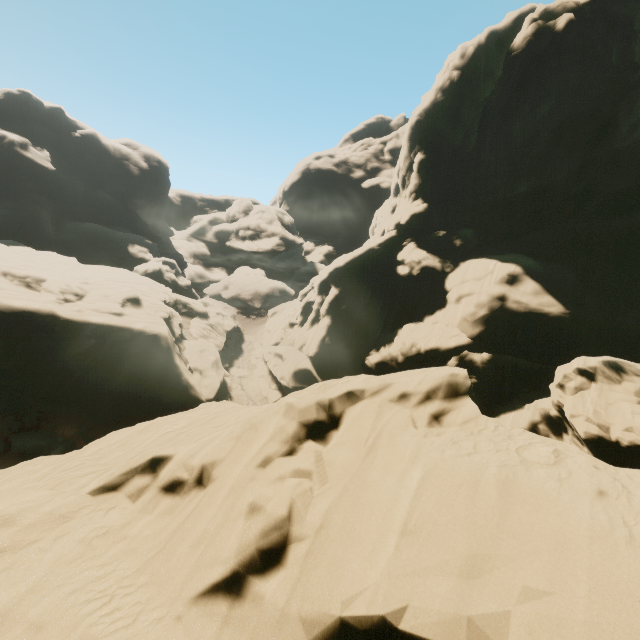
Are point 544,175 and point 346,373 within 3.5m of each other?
no
